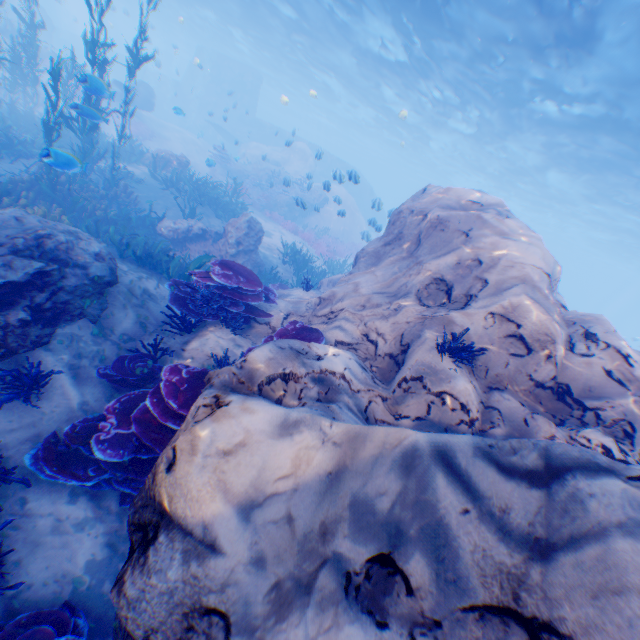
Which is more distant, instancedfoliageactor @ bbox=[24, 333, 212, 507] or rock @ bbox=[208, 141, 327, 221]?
rock @ bbox=[208, 141, 327, 221]

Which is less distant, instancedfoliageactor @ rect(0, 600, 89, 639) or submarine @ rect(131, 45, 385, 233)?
instancedfoliageactor @ rect(0, 600, 89, 639)

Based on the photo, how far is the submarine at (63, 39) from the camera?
38.7m

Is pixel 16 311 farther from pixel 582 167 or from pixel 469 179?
pixel 469 179

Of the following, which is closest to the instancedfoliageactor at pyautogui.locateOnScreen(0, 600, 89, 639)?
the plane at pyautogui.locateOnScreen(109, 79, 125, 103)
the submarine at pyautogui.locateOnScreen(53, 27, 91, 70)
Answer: the submarine at pyautogui.locateOnScreen(53, 27, 91, 70)

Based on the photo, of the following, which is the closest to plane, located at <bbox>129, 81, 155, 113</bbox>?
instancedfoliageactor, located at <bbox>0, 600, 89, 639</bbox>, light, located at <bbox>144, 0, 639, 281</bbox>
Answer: light, located at <bbox>144, 0, 639, 281</bbox>

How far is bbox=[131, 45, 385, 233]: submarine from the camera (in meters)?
25.95

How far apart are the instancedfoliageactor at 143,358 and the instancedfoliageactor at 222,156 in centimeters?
2295cm
